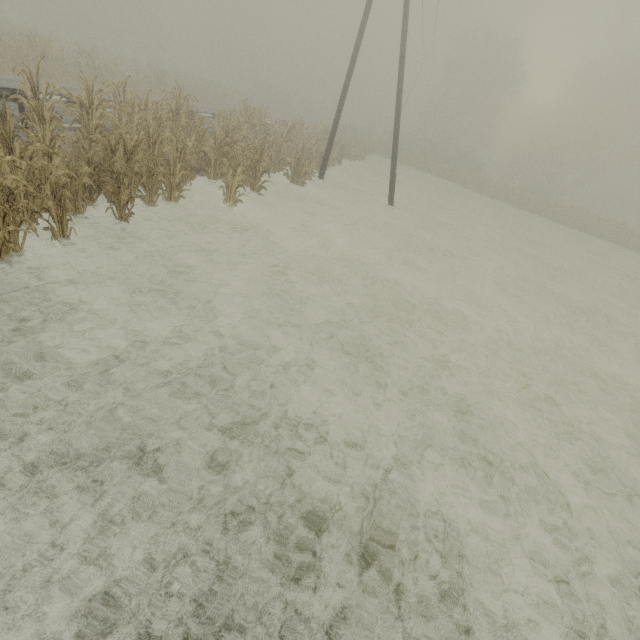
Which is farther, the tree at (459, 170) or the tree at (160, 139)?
the tree at (459, 170)

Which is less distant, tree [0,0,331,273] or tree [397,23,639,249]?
tree [0,0,331,273]

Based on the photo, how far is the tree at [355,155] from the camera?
21.9m

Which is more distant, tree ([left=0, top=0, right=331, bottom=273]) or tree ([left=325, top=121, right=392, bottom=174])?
tree ([left=325, top=121, right=392, bottom=174])

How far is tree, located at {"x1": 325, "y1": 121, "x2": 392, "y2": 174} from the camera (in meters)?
21.89

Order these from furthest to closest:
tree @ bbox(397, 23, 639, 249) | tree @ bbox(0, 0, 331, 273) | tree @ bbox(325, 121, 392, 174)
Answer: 1. tree @ bbox(397, 23, 639, 249)
2. tree @ bbox(325, 121, 392, 174)
3. tree @ bbox(0, 0, 331, 273)

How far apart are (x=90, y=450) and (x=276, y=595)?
2.2m
